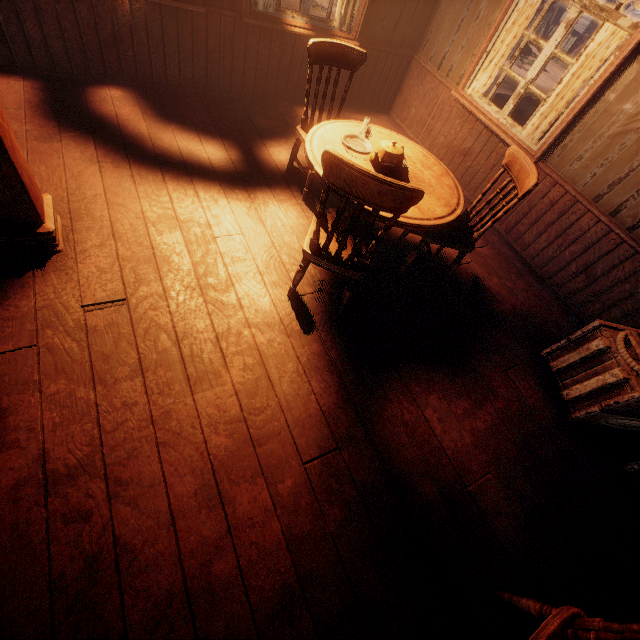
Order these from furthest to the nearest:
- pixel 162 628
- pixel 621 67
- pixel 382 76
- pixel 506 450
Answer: pixel 382 76, pixel 621 67, pixel 506 450, pixel 162 628

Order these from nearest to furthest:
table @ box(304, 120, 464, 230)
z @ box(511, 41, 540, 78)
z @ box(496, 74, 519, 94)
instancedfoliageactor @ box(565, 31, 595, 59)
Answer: table @ box(304, 120, 464, 230), z @ box(496, 74, 519, 94), z @ box(511, 41, 540, 78), instancedfoliageactor @ box(565, 31, 595, 59)

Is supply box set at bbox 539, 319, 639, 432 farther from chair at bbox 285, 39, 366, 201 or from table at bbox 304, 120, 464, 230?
chair at bbox 285, 39, 366, 201

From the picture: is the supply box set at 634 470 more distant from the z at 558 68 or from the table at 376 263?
the table at 376 263

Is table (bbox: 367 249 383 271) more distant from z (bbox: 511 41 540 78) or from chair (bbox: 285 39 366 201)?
z (bbox: 511 41 540 78)

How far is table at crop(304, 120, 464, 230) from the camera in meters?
2.3

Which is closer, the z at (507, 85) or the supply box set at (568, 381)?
the supply box set at (568, 381)

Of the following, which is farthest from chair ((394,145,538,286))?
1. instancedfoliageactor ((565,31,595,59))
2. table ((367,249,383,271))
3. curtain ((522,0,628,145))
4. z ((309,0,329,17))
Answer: instancedfoliageactor ((565,31,595,59))
